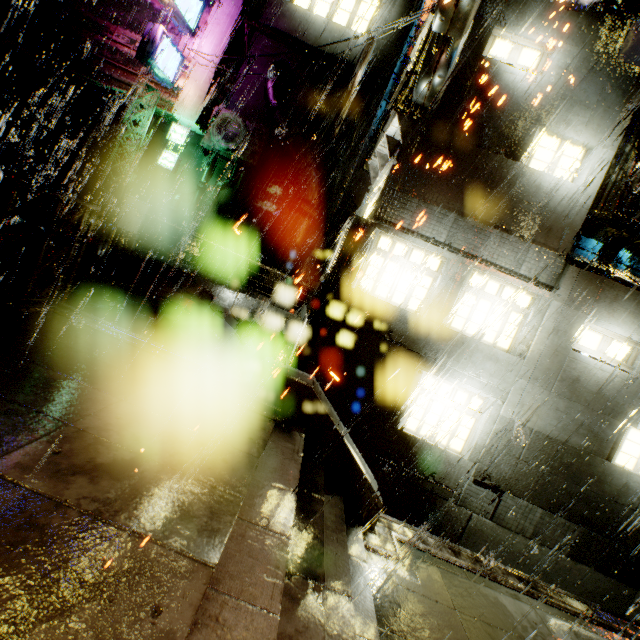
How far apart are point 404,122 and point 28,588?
10.6m

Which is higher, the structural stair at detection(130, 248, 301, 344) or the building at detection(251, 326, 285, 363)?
the structural stair at detection(130, 248, 301, 344)

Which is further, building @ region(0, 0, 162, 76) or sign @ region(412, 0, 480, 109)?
building @ region(0, 0, 162, 76)

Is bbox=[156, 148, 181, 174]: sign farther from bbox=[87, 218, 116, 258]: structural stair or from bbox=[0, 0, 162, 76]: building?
bbox=[87, 218, 116, 258]: structural stair

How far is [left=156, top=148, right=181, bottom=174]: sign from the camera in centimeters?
1650cm

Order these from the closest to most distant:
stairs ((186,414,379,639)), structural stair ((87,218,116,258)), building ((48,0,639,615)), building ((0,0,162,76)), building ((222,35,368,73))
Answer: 1. stairs ((186,414,379,639))
2. building ((48,0,639,615))
3. structural stair ((87,218,116,258))
4. building ((0,0,162,76))
5. building ((222,35,368,73))

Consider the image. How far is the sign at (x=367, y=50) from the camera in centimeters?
1356cm

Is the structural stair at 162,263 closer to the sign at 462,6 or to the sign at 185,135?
the sign at 185,135
